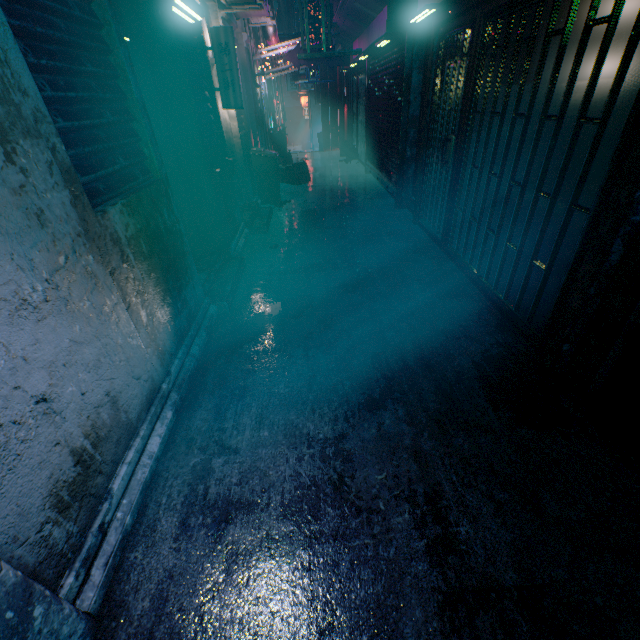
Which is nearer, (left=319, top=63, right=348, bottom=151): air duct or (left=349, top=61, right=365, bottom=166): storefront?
(left=349, top=61, right=365, bottom=166): storefront

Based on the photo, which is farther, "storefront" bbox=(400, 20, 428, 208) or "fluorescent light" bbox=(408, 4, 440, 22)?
"storefront" bbox=(400, 20, 428, 208)

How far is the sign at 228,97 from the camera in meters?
3.9 m

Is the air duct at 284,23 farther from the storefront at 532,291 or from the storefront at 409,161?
the storefront at 532,291

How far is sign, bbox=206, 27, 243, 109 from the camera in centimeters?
387cm

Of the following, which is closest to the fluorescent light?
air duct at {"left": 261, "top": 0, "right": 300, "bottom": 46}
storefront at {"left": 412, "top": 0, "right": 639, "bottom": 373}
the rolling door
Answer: storefront at {"left": 412, "top": 0, "right": 639, "bottom": 373}

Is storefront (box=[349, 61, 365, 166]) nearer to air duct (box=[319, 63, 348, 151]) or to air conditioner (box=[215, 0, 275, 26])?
air duct (box=[319, 63, 348, 151])

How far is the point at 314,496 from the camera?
1.75m
